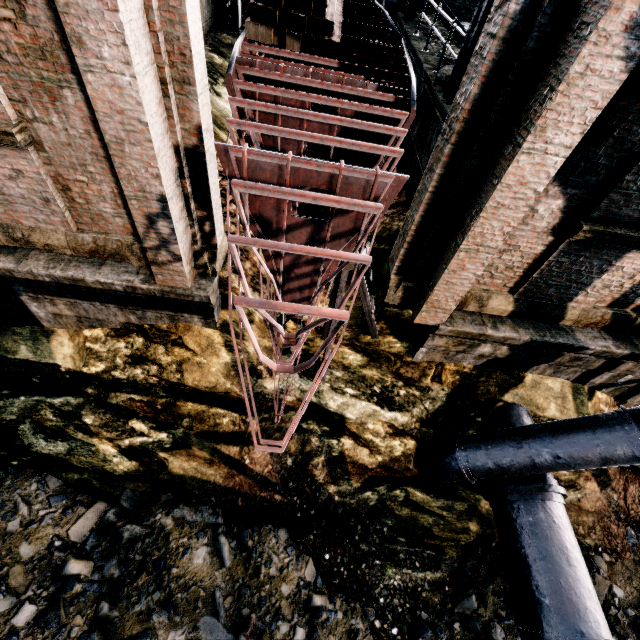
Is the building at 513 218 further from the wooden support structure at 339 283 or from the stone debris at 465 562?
the stone debris at 465 562

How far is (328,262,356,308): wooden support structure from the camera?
6.7m

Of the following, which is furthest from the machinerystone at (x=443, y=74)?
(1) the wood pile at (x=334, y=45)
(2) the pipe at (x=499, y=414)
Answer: (2) the pipe at (x=499, y=414)

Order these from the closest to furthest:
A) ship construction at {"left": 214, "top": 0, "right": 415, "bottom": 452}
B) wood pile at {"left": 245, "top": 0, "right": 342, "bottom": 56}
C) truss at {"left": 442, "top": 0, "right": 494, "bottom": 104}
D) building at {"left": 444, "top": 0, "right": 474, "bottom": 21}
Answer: ship construction at {"left": 214, "top": 0, "right": 415, "bottom": 452} → wood pile at {"left": 245, "top": 0, "right": 342, "bottom": 56} → truss at {"left": 442, "top": 0, "right": 494, "bottom": 104} → building at {"left": 444, "top": 0, "right": 474, "bottom": 21}

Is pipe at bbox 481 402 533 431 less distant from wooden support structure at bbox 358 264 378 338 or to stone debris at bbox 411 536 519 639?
stone debris at bbox 411 536 519 639

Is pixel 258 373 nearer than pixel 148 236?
No

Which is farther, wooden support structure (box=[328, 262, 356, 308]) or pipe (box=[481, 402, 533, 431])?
pipe (box=[481, 402, 533, 431])

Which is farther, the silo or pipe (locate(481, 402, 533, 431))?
pipe (locate(481, 402, 533, 431))
